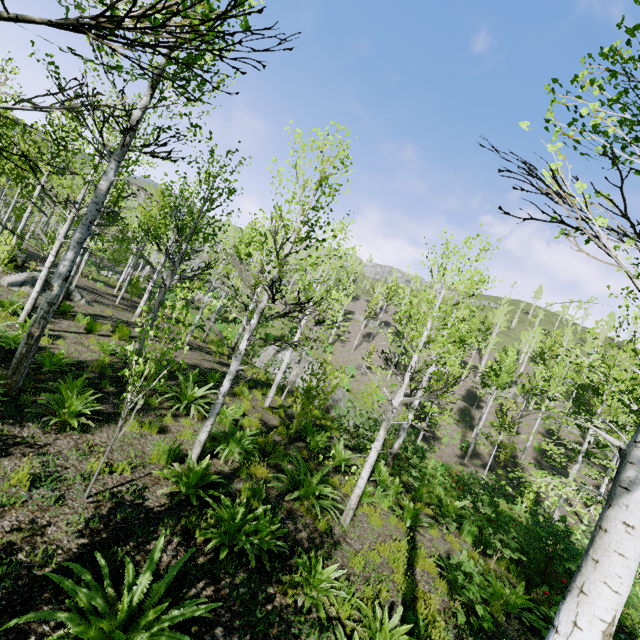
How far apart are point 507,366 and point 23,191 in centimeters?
4457cm

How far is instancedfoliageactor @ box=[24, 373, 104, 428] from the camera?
5.8 meters

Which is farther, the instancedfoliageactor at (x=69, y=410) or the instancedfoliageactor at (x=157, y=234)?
the instancedfoliageactor at (x=69, y=410)

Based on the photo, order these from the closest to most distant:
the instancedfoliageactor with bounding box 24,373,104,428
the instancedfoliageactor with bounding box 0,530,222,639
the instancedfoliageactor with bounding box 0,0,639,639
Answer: the instancedfoliageactor with bounding box 0,0,639,639 → the instancedfoliageactor with bounding box 0,530,222,639 → the instancedfoliageactor with bounding box 24,373,104,428

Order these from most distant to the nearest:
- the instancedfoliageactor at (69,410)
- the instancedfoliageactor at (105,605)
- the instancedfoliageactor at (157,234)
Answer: the instancedfoliageactor at (69,410)
the instancedfoliageactor at (105,605)
the instancedfoliageactor at (157,234)

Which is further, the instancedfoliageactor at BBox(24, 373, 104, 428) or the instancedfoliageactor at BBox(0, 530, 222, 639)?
the instancedfoliageactor at BBox(24, 373, 104, 428)
